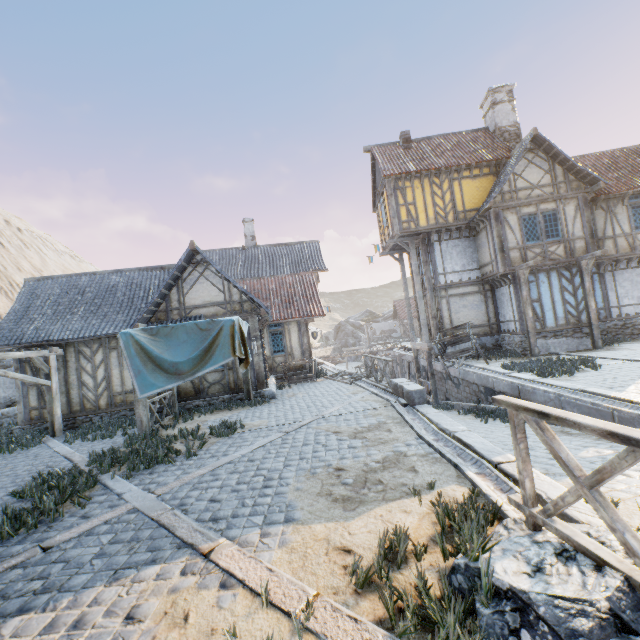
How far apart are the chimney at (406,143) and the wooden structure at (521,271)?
9.00m

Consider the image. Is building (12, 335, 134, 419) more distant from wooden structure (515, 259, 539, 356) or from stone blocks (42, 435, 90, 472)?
wooden structure (515, 259, 539, 356)

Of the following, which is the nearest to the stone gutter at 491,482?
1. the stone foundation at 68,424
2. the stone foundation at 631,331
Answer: the stone foundation at 68,424

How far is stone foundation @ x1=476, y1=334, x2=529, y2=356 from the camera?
14.7m

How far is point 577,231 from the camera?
14.5 meters

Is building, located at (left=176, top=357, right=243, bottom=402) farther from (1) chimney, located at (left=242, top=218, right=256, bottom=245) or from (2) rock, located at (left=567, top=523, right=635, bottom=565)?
(1) chimney, located at (left=242, top=218, right=256, bottom=245)

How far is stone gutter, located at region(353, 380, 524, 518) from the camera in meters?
3.8

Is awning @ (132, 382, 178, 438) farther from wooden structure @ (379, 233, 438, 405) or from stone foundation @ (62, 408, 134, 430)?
wooden structure @ (379, 233, 438, 405)
